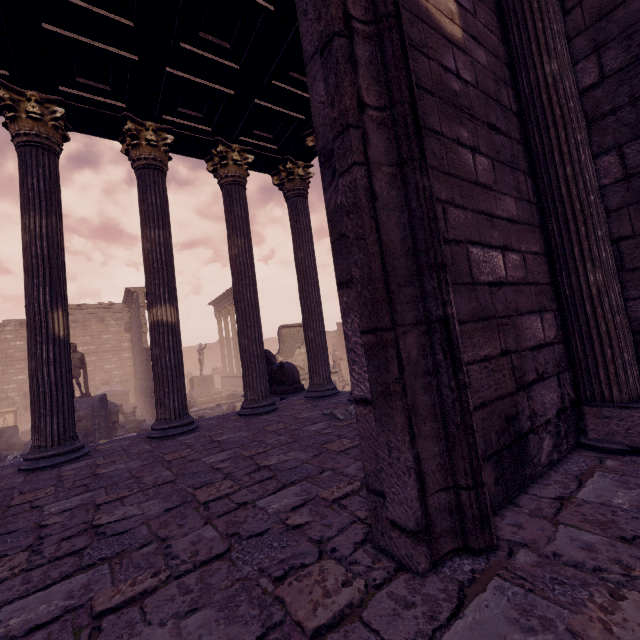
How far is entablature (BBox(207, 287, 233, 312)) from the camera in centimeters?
2448cm

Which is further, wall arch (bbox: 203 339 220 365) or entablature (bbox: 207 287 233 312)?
wall arch (bbox: 203 339 220 365)

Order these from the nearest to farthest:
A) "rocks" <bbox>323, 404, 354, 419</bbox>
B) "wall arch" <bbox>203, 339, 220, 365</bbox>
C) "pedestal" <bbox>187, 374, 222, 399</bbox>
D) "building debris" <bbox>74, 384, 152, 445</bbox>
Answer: "rocks" <bbox>323, 404, 354, 419</bbox> → "building debris" <bbox>74, 384, 152, 445</bbox> → "pedestal" <bbox>187, 374, 222, 399</bbox> → "wall arch" <bbox>203, 339, 220, 365</bbox>

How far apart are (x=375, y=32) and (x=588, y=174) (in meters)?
1.92

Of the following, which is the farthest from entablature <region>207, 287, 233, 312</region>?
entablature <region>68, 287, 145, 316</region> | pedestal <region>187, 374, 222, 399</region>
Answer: pedestal <region>187, 374, 222, 399</region>

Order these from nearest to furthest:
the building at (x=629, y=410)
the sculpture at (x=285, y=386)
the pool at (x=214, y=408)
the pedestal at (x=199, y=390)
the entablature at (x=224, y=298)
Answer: the building at (x=629, y=410) < the sculpture at (x=285, y=386) < the pool at (x=214, y=408) < the pedestal at (x=199, y=390) < the entablature at (x=224, y=298)

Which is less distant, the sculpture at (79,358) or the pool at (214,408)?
the sculpture at (79,358)

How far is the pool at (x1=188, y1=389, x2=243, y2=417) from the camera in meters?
15.3 m
